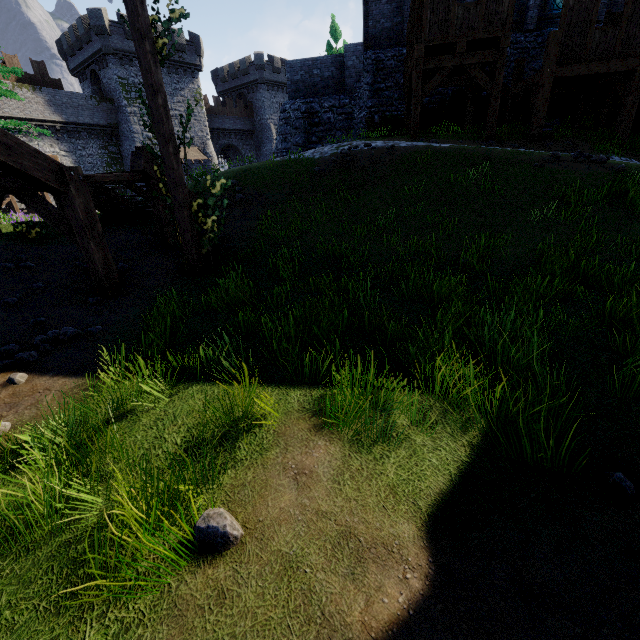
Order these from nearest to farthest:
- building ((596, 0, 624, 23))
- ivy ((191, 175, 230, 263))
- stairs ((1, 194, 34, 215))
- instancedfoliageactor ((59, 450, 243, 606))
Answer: instancedfoliageactor ((59, 450, 243, 606)), ivy ((191, 175, 230, 263)), building ((596, 0, 624, 23)), stairs ((1, 194, 34, 215))

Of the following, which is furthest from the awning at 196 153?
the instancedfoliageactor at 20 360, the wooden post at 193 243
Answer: the instancedfoliageactor at 20 360

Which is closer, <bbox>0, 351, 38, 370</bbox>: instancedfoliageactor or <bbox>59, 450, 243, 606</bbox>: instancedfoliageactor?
<bbox>59, 450, 243, 606</bbox>: instancedfoliageactor

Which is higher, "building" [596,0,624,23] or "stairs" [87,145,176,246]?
"building" [596,0,624,23]

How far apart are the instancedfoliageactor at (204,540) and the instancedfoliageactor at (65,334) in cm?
432

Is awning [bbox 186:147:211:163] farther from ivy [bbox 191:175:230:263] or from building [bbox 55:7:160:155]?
Result: ivy [bbox 191:175:230:263]

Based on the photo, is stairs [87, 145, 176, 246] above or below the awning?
below

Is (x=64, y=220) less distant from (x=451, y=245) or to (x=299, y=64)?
(x=451, y=245)
